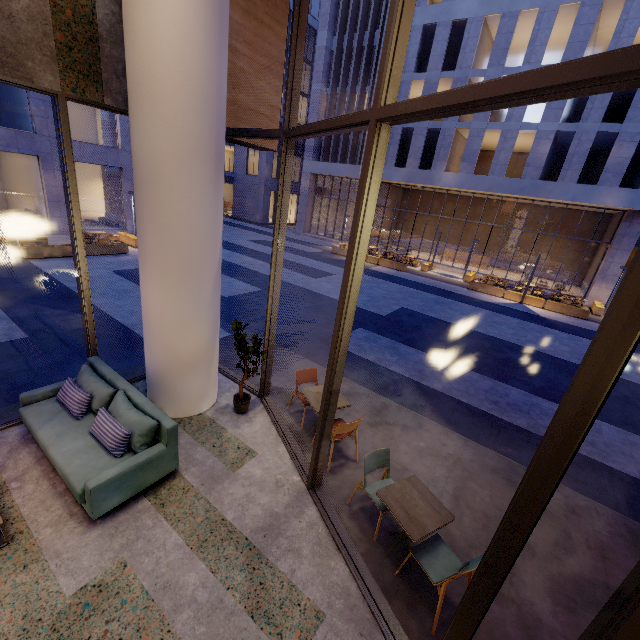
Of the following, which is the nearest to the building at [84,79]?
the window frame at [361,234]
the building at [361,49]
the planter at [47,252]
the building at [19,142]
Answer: the window frame at [361,234]

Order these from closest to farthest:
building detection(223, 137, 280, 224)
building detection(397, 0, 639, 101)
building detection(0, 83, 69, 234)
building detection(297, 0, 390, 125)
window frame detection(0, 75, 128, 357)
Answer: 1. window frame detection(0, 75, 128, 357)
2. building detection(223, 137, 280, 224)
3. building detection(0, 83, 69, 234)
4. building detection(397, 0, 639, 101)
5. building detection(297, 0, 390, 125)

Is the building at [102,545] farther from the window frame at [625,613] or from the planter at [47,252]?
the planter at [47,252]

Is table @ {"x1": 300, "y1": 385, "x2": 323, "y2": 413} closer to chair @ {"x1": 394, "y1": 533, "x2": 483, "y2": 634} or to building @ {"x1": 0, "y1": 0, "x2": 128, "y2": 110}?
building @ {"x1": 0, "y1": 0, "x2": 128, "y2": 110}

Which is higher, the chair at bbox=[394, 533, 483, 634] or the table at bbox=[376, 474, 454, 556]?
the table at bbox=[376, 474, 454, 556]

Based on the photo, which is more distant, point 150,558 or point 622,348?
point 150,558

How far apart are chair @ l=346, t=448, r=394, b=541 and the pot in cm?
235

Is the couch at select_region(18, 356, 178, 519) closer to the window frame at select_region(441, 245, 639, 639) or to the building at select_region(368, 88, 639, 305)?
the window frame at select_region(441, 245, 639, 639)
